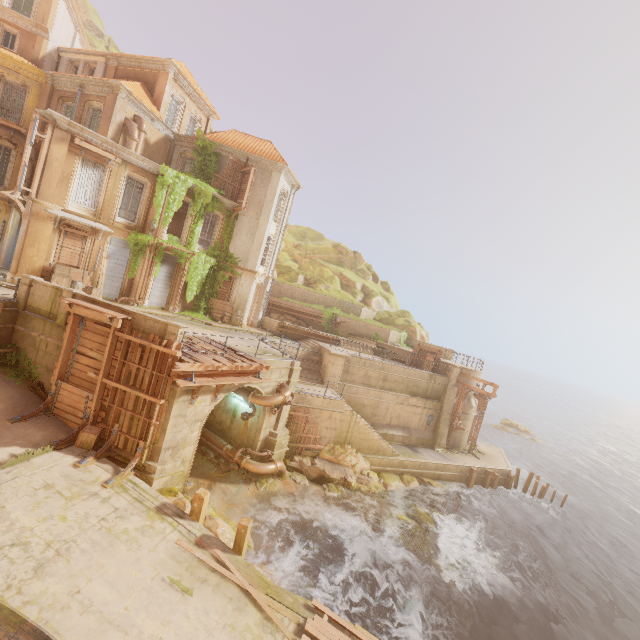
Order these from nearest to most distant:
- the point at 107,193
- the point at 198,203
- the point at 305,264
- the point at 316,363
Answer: the point at 107,193 < the point at 198,203 < the point at 316,363 < the point at 305,264

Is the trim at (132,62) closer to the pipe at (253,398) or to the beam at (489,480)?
the pipe at (253,398)

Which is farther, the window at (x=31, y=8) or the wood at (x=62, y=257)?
the window at (x=31, y=8)

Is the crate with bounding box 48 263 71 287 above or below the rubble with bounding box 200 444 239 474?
above

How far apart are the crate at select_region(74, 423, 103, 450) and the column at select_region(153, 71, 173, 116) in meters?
21.4

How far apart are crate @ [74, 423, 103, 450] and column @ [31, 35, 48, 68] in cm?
2601

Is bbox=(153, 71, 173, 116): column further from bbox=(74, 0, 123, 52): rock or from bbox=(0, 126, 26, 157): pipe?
bbox=(74, 0, 123, 52): rock

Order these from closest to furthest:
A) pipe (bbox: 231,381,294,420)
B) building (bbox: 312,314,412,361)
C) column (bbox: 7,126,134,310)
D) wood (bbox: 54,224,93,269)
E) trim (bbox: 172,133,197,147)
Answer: pipe (bbox: 231,381,294,420), column (bbox: 7,126,134,310), wood (bbox: 54,224,93,269), trim (bbox: 172,133,197,147), building (bbox: 312,314,412,361)
